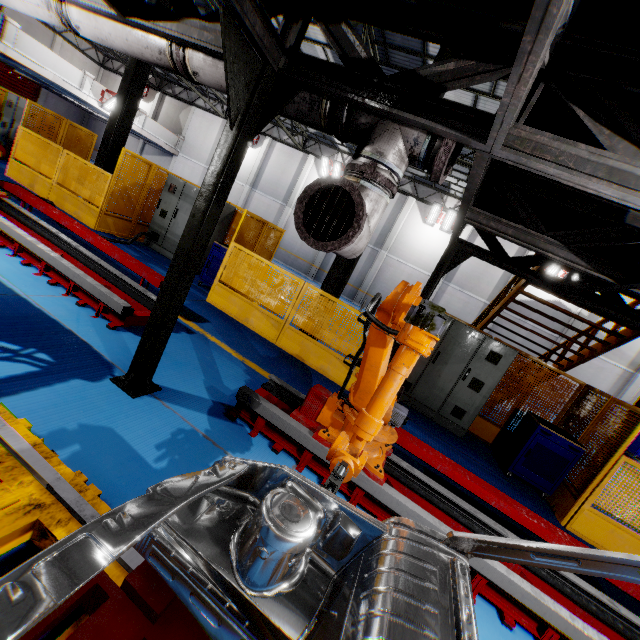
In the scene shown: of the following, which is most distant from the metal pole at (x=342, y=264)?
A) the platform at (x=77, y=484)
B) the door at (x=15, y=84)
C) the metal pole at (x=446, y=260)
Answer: the door at (x=15, y=84)

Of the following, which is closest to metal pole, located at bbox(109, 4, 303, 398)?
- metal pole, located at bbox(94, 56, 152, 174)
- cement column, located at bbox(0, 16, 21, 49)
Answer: metal pole, located at bbox(94, 56, 152, 174)

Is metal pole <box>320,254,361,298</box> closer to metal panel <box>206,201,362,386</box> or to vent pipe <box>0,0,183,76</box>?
metal panel <box>206,201,362,386</box>

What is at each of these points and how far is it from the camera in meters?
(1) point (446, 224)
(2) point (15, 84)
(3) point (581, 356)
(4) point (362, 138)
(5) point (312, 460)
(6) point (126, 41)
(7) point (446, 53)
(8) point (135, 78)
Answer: (1) light, 20.3
(2) door, 25.7
(3) metal stair, 7.3
(4) vent pipe, 2.9
(5) metal platform, 3.6
(6) vent pipe, 3.7
(7) metal pole, 6.4
(8) metal pole, 9.1

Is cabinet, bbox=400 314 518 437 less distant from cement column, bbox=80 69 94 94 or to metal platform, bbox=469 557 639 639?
metal platform, bbox=469 557 639 639

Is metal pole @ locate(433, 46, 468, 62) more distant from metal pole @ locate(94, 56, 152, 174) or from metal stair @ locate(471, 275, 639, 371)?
metal pole @ locate(94, 56, 152, 174)

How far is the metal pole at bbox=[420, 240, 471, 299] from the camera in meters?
6.0 m

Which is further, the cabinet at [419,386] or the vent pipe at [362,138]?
the cabinet at [419,386]
